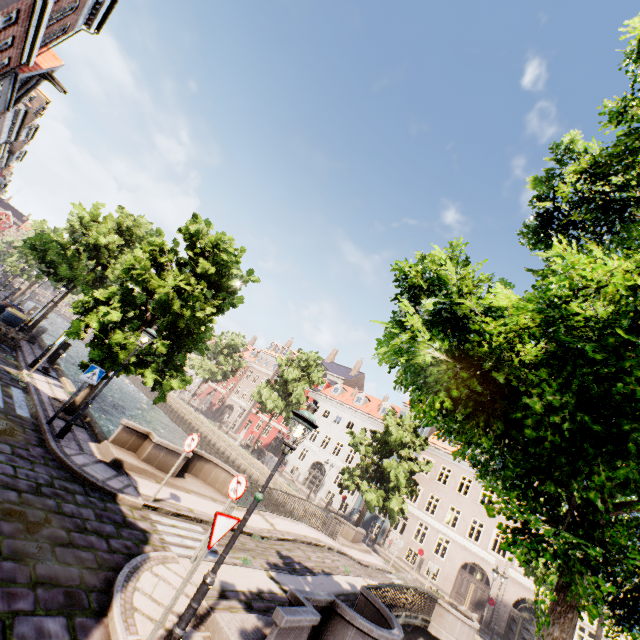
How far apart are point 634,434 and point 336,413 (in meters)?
41.62

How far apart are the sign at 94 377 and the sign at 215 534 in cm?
750

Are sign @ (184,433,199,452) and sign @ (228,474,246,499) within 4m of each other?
yes

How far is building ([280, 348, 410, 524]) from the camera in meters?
36.6 m

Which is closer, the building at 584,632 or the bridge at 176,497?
the bridge at 176,497

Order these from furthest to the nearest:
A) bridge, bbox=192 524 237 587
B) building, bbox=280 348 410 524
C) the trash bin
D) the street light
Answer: building, bbox=280 348 410 524 → the trash bin → bridge, bbox=192 524 237 587 → the street light

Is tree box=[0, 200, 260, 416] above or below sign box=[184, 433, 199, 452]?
above

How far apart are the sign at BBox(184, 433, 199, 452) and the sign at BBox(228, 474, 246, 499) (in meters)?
1.91
